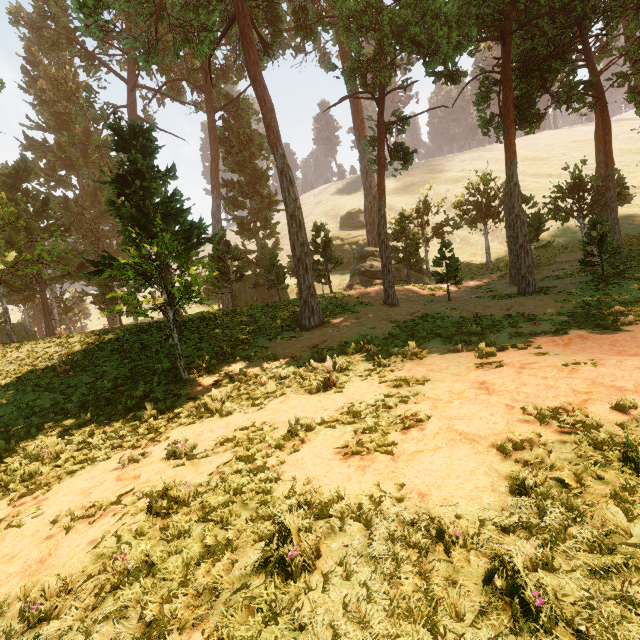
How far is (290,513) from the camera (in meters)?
3.94
